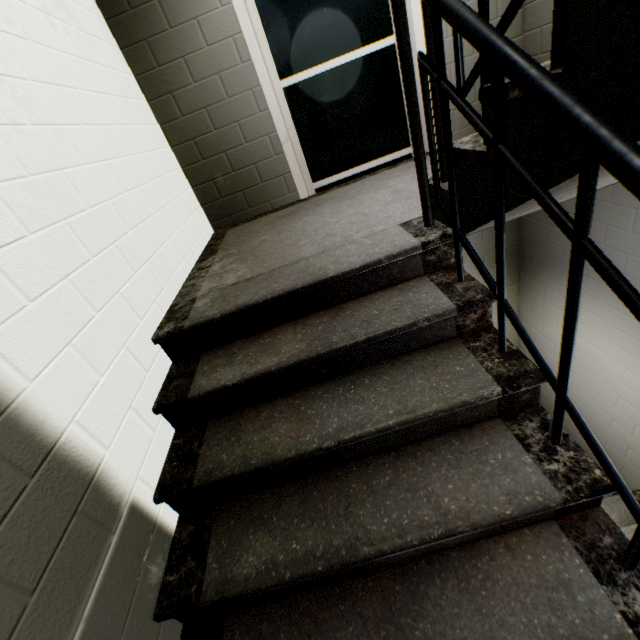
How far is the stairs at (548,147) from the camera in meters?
0.7

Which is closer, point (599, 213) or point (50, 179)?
point (50, 179)

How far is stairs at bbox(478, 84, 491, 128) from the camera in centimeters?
91cm

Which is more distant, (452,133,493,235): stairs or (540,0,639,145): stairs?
(452,133,493,235): stairs

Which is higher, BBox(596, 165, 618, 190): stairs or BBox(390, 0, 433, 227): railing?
BBox(390, 0, 433, 227): railing
